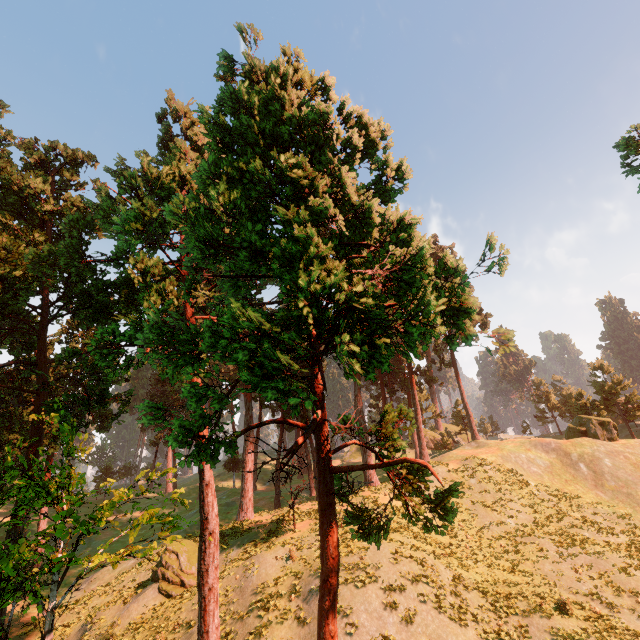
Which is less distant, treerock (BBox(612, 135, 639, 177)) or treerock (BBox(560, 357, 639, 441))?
treerock (BBox(612, 135, 639, 177))

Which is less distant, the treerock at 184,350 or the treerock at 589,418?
the treerock at 184,350

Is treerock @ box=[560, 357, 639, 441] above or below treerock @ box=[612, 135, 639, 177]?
below

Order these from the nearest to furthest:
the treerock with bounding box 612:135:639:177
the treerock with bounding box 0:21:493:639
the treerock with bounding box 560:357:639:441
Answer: the treerock with bounding box 0:21:493:639, the treerock with bounding box 612:135:639:177, the treerock with bounding box 560:357:639:441

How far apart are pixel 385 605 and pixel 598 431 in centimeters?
3394cm

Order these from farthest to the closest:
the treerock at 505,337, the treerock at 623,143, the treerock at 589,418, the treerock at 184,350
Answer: the treerock at 589,418, the treerock at 623,143, the treerock at 505,337, the treerock at 184,350
